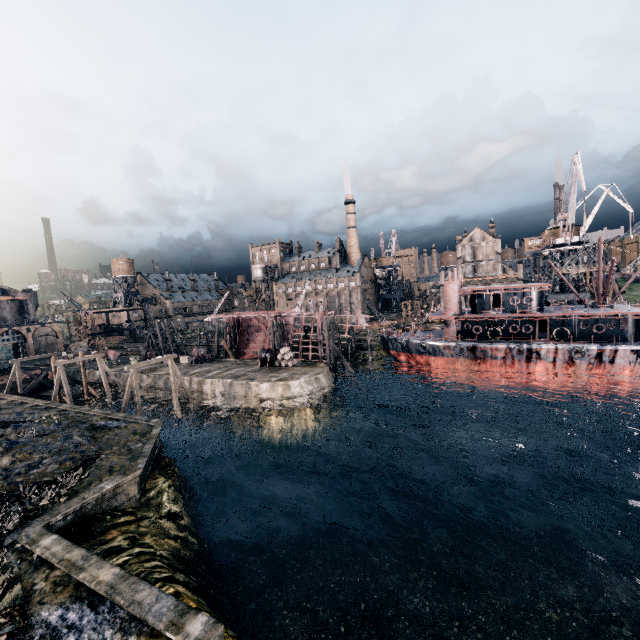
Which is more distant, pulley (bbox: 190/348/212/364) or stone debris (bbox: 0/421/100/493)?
pulley (bbox: 190/348/212/364)

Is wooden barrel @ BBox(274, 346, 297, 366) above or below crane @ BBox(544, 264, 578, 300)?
below

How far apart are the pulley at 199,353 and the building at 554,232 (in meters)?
62.50

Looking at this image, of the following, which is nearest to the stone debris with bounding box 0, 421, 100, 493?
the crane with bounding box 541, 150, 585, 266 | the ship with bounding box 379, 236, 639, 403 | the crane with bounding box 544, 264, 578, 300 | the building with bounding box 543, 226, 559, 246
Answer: the ship with bounding box 379, 236, 639, 403

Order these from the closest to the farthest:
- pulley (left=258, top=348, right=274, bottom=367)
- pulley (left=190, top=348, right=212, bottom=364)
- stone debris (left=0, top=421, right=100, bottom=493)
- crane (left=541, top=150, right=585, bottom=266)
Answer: stone debris (left=0, top=421, right=100, bottom=493) < pulley (left=258, top=348, right=274, bottom=367) < crane (left=541, top=150, right=585, bottom=266) < pulley (left=190, top=348, right=212, bottom=364)

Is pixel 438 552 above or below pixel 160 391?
below

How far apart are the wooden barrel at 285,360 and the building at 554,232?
49.8m

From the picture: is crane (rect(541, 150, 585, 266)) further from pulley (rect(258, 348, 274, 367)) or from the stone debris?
the stone debris
